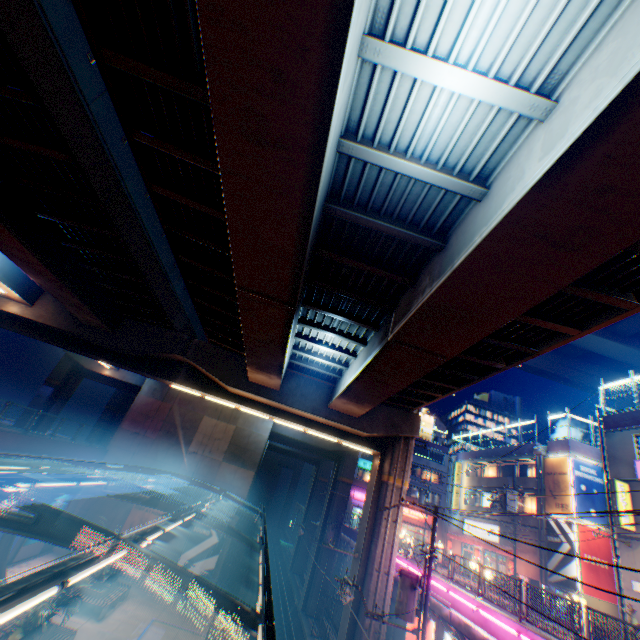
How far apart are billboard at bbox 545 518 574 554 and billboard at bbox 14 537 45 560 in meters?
35.6

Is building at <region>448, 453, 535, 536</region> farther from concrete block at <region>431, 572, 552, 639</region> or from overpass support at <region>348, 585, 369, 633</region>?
overpass support at <region>348, 585, 369, 633</region>

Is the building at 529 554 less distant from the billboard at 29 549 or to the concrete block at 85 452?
the concrete block at 85 452

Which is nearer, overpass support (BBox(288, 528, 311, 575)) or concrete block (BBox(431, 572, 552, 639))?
concrete block (BBox(431, 572, 552, 639))

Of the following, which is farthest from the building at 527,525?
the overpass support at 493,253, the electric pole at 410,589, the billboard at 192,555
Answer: the billboard at 192,555

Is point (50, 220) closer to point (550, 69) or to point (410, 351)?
point (410, 351)

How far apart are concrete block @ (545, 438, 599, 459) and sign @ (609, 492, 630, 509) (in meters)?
7.58

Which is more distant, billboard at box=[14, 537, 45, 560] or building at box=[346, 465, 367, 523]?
building at box=[346, 465, 367, 523]
